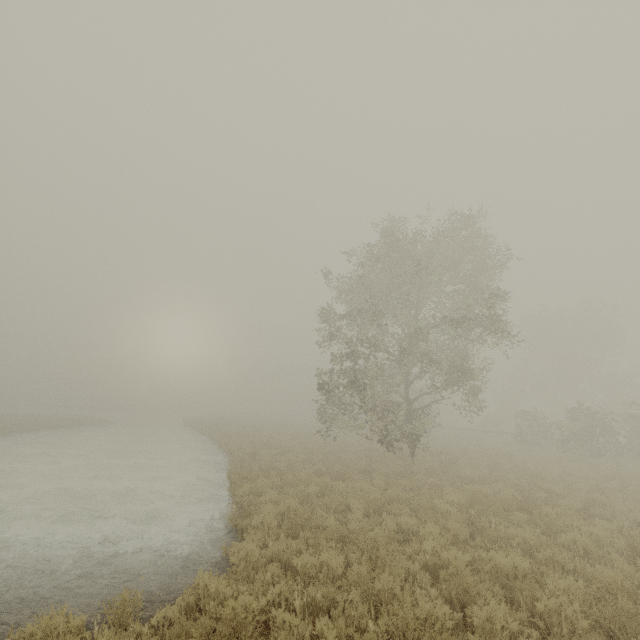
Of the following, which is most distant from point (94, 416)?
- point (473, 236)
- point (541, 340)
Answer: point (541, 340)
